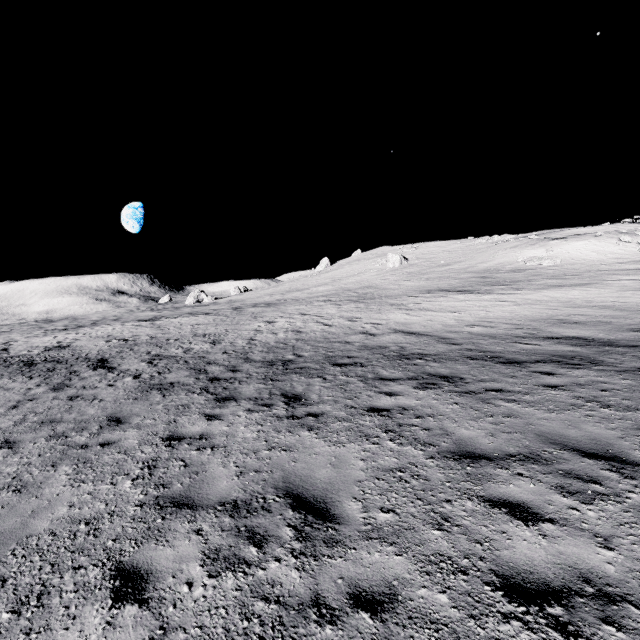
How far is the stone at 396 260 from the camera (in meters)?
51.19

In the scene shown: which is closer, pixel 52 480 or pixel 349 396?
pixel 52 480

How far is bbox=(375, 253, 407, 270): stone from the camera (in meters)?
51.19
